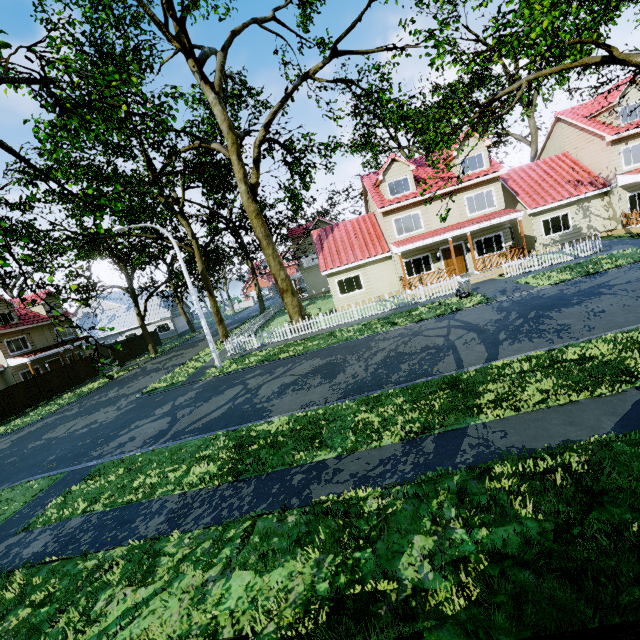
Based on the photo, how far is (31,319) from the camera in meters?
30.7 m

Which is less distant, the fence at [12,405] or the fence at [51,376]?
the fence at [12,405]

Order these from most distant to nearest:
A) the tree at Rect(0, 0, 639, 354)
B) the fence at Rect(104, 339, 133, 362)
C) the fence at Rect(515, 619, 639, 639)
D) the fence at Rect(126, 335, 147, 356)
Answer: the fence at Rect(126, 335, 147, 356) < the fence at Rect(104, 339, 133, 362) < the tree at Rect(0, 0, 639, 354) < the fence at Rect(515, 619, 639, 639)

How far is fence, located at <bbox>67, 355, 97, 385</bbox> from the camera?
28.0 meters

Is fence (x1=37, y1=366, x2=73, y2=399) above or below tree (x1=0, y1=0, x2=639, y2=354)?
below
